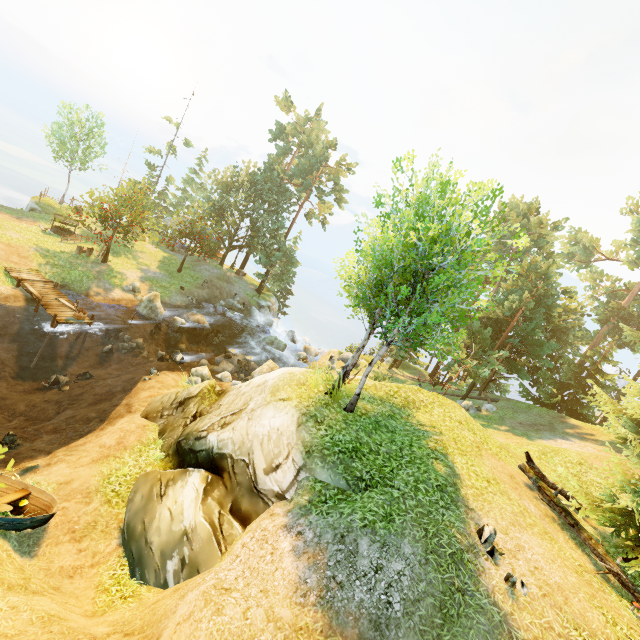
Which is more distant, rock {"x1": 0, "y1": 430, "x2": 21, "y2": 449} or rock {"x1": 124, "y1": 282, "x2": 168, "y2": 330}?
rock {"x1": 124, "y1": 282, "x2": 168, "y2": 330}

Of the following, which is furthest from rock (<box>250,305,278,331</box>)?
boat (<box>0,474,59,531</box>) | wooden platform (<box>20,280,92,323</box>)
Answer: boat (<box>0,474,59,531</box>)

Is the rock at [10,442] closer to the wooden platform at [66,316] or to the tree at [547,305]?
the wooden platform at [66,316]

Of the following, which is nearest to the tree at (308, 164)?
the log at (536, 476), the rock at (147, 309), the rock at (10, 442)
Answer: the log at (536, 476)

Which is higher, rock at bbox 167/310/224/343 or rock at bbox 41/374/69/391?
rock at bbox 167/310/224/343

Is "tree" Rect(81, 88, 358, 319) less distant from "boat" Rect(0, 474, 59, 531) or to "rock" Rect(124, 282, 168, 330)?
"rock" Rect(124, 282, 168, 330)

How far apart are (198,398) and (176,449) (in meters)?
2.79

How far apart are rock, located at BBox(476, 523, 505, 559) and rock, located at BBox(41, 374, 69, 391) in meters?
19.9
